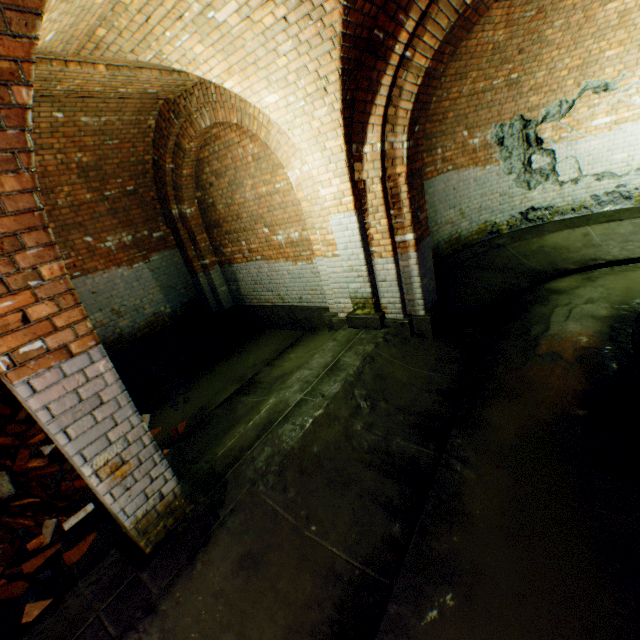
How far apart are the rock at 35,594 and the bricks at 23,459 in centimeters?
154cm

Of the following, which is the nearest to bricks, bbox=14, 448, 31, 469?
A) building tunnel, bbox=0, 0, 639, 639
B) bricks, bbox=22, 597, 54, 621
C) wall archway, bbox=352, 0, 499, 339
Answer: building tunnel, bbox=0, 0, 639, 639

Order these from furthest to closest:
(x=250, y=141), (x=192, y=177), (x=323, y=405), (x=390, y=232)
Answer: (x=192, y=177)
(x=250, y=141)
(x=390, y=232)
(x=323, y=405)

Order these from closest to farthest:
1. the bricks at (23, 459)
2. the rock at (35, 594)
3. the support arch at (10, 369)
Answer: the support arch at (10, 369) → the rock at (35, 594) → the bricks at (23, 459)

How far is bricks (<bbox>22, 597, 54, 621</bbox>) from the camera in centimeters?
256cm

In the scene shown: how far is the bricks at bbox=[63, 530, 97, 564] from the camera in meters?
3.0

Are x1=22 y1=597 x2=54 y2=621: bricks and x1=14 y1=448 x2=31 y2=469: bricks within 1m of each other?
no

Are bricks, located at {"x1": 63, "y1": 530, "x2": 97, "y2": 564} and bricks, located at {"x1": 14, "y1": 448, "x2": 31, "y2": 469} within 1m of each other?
no
